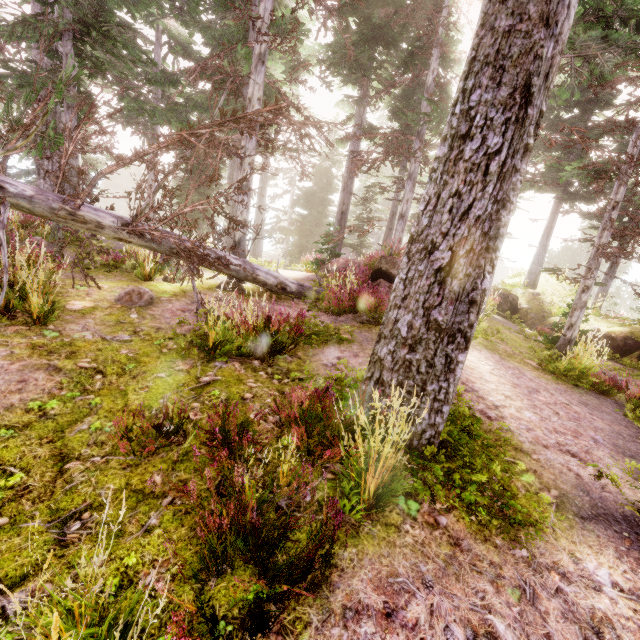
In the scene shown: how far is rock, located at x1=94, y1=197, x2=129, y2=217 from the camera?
50.22m

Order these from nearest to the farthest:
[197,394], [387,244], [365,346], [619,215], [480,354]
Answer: [197,394], [365,346], [480,354], [387,244], [619,215]

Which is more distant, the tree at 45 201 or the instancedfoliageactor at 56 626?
the tree at 45 201

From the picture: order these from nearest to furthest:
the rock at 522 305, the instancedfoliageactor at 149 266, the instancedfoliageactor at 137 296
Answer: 1. the instancedfoliageactor at 137 296
2. the instancedfoliageactor at 149 266
3. the rock at 522 305

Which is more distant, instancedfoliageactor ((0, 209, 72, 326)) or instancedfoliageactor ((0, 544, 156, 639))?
instancedfoliageactor ((0, 209, 72, 326))

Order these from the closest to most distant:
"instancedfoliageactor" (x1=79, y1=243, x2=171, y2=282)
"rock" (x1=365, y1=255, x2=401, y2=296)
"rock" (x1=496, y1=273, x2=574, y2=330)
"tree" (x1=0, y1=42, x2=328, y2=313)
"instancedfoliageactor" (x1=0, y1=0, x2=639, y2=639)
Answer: "instancedfoliageactor" (x1=0, y1=0, x2=639, y2=639)
"tree" (x1=0, y1=42, x2=328, y2=313)
"instancedfoliageactor" (x1=79, y1=243, x2=171, y2=282)
"rock" (x1=365, y1=255, x2=401, y2=296)
"rock" (x1=496, y1=273, x2=574, y2=330)

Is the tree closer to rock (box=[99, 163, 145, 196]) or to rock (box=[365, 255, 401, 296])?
rock (box=[365, 255, 401, 296])

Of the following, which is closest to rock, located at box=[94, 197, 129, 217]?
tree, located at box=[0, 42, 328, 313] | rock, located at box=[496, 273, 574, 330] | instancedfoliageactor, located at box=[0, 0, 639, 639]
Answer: instancedfoliageactor, located at box=[0, 0, 639, 639]
